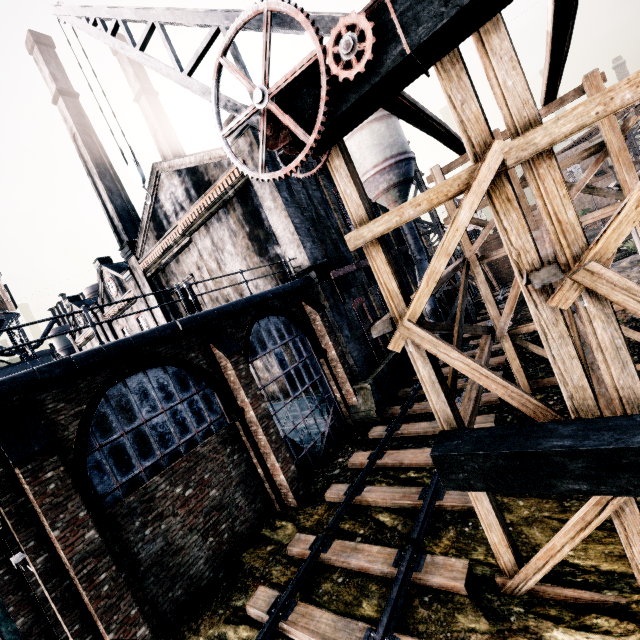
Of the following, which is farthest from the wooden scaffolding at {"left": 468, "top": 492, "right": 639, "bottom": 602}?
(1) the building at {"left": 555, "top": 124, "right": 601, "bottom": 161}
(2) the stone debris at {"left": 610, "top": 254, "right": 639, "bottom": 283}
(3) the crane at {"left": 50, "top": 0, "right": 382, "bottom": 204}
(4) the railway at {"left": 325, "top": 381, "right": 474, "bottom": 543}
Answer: (1) the building at {"left": 555, "top": 124, "right": 601, "bottom": 161}

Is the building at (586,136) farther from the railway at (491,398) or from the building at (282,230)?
the railway at (491,398)

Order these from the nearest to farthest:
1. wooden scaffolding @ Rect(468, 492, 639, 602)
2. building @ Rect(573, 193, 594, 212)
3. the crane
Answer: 1. the crane
2. wooden scaffolding @ Rect(468, 492, 639, 602)
3. building @ Rect(573, 193, 594, 212)

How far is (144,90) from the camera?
44.7 meters

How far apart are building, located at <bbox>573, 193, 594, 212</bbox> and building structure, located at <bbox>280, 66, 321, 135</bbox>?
65.6 meters

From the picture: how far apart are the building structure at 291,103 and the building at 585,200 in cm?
6559

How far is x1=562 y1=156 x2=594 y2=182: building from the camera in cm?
5497

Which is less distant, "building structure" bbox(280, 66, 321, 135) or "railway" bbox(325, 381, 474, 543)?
"building structure" bbox(280, 66, 321, 135)
